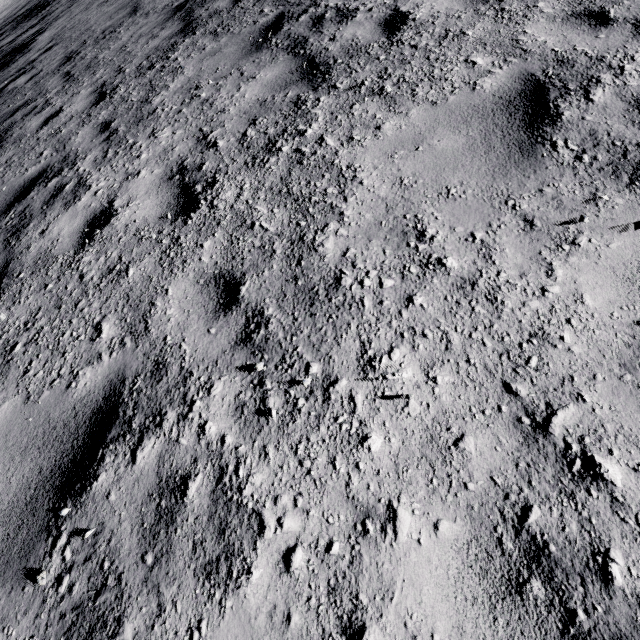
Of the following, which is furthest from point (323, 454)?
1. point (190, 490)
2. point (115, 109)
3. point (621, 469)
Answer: point (115, 109)
